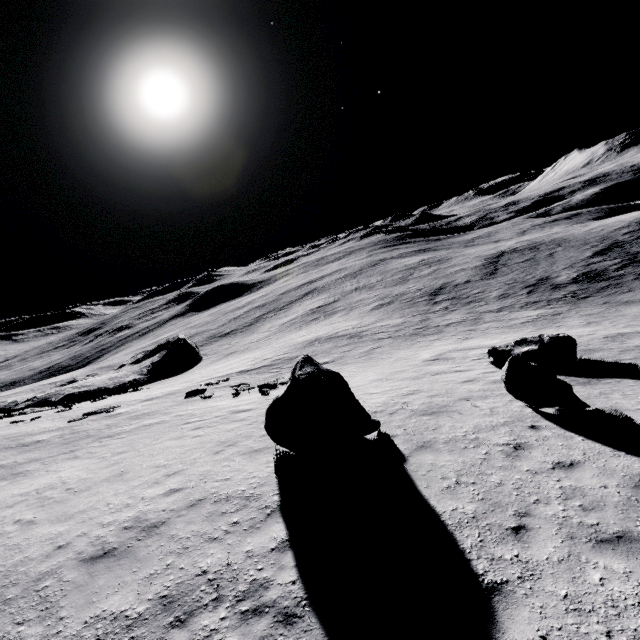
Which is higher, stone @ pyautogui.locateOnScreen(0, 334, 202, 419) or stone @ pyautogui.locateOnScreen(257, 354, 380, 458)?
stone @ pyautogui.locateOnScreen(257, 354, 380, 458)

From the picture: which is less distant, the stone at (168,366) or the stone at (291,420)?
the stone at (291,420)

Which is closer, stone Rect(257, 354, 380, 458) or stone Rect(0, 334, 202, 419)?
stone Rect(257, 354, 380, 458)

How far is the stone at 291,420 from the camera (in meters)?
8.31

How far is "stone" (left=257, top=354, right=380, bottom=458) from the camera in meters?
8.3 m

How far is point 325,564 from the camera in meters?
5.3
